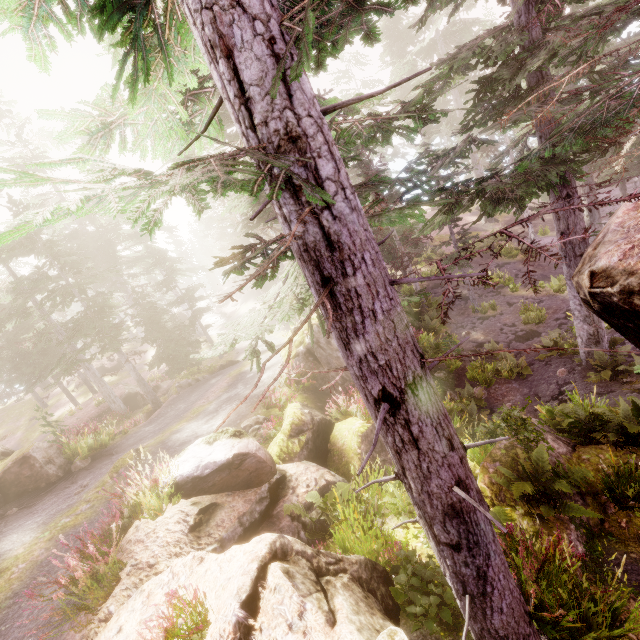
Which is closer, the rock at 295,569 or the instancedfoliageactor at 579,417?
the rock at 295,569

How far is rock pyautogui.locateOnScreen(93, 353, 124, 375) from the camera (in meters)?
35.00

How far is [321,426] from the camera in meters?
9.9

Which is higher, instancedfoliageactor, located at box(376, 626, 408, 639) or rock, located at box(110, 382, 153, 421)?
instancedfoliageactor, located at box(376, 626, 408, 639)

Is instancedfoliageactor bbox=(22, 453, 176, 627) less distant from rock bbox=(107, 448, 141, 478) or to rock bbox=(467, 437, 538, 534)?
rock bbox=(467, 437, 538, 534)

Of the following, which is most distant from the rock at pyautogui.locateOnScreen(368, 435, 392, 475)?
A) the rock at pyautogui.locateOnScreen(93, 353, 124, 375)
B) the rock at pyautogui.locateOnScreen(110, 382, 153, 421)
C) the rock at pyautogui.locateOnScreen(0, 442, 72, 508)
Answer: the rock at pyautogui.locateOnScreen(93, 353, 124, 375)

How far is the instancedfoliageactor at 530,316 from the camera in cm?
1788

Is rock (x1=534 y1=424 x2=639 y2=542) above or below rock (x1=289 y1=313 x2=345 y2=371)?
below
